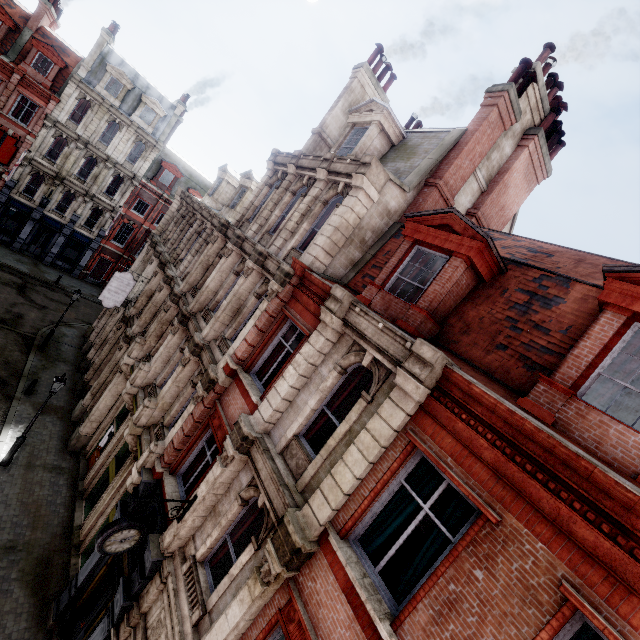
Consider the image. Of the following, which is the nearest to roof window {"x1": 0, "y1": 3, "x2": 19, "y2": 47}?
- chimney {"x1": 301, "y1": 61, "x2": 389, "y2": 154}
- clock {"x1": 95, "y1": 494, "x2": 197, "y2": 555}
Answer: chimney {"x1": 301, "y1": 61, "x2": 389, "y2": 154}

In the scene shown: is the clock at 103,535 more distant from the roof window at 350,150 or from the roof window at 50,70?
the roof window at 50,70

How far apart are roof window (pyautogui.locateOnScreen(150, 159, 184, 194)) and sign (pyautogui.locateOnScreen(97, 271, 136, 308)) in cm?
2100

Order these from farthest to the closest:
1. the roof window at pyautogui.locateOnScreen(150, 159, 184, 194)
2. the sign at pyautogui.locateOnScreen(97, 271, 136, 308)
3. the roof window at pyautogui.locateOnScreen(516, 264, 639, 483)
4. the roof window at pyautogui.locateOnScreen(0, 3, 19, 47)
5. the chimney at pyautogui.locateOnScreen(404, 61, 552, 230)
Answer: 1. the roof window at pyautogui.locateOnScreen(150, 159, 184, 194)
2. the roof window at pyautogui.locateOnScreen(0, 3, 19, 47)
3. the sign at pyautogui.locateOnScreen(97, 271, 136, 308)
4. the chimney at pyautogui.locateOnScreen(404, 61, 552, 230)
5. the roof window at pyautogui.locateOnScreen(516, 264, 639, 483)

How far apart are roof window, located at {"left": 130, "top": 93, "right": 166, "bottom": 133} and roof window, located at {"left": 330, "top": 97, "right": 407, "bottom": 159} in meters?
28.1 m

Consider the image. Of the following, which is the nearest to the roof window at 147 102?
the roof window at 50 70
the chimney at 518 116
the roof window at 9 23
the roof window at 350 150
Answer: the roof window at 50 70

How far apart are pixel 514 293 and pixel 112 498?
15.7m

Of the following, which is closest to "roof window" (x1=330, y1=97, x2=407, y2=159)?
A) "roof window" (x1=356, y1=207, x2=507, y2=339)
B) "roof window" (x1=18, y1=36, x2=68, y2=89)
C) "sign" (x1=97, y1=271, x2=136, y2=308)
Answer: "roof window" (x1=356, y1=207, x2=507, y2=339)
